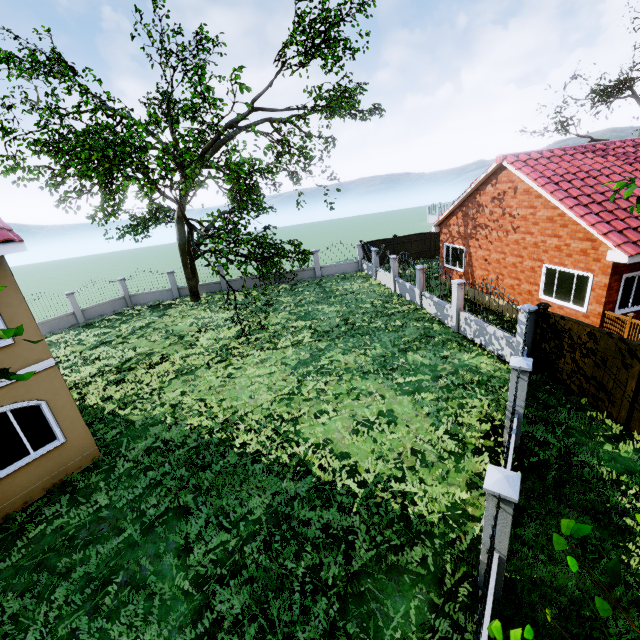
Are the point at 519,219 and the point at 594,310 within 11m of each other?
yes

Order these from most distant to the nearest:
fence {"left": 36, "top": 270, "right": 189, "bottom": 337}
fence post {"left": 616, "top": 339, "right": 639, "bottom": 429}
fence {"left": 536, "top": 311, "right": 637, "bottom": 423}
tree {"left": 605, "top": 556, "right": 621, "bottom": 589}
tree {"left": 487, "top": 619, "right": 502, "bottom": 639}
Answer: fence {"left": 36, "top": 270, "right": 189, "bottom": 337} < fence {"left": 536, "top": 311, "right": 637, "bottom": 423} < fence post {"left": 616, "top": 339, "right": 639, "bottom": 429} < tree {"left": 487, "top": 619, "right": 502, "bottom": 639} < tree {"left": 605, "top": 556, "right": 621, "bottom": 589}

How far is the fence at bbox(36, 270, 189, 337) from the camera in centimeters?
2158cm

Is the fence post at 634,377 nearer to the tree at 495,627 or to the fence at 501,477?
the fence at 501,477

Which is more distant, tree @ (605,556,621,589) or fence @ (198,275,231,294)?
fence @ (198,275,231,294)

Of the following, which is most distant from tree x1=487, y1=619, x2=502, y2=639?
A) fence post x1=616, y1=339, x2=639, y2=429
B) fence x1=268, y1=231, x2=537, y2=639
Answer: fence post x1=616, y1=339, x2=639, y2=429
